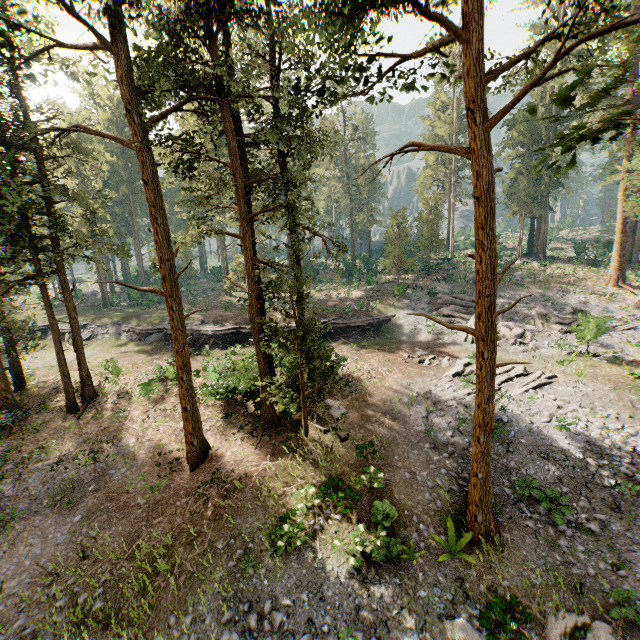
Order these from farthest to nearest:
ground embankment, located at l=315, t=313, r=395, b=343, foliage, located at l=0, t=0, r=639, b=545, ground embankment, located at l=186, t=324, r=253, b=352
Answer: ground embankment, located at l=315, t=313, r=395, b=343 → ground embankment, located at l=186, t=324, r=253, b=352 → foliage, located at l=0, t=0, r=639, b=545

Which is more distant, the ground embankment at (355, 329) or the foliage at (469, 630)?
the ground embankment at (355, 329)

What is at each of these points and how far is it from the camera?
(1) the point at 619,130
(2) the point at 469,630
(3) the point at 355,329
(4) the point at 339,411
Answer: (1) foliage, 4.45m
(2) foliage, 10.15m
(3) ground embankment, 32.25m
(4) foliage, 19.70m

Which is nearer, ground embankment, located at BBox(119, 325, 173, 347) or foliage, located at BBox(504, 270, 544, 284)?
ground embankment, located at BBox(119, 325, 173, 347)

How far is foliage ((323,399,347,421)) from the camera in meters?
19.3 m

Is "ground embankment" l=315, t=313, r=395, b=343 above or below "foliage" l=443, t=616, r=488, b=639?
above

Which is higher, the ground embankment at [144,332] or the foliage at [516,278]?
the foliage at [516,278]
